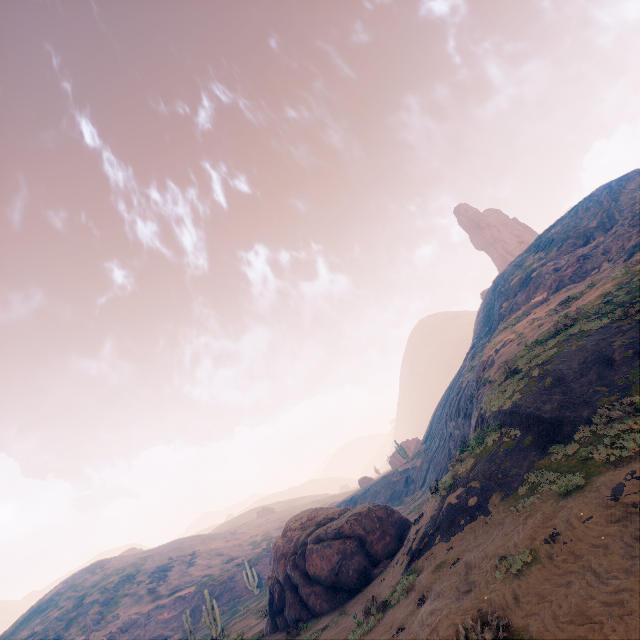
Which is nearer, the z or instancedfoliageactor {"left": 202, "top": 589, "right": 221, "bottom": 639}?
the z

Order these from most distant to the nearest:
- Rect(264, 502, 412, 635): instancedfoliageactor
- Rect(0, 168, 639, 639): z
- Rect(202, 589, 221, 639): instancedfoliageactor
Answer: Rect(202, 589, 221, 639): instancedfoliageactor → Rect(264, 502, 412, 635): instancedfoliageactor → Rect(0, 168, 639, 639): z

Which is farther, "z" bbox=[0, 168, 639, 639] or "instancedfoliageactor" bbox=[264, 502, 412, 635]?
"instancedfoliageactor" bbox=[264, 502, 412, 635]

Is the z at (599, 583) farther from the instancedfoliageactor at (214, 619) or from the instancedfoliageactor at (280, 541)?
the instancedfoliageactor at (214, 619)

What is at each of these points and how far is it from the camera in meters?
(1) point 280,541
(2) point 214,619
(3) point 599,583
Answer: (1) instancedfoliageactor, 21.9
(2) instancedfoliageactor, 30.1
(3) z, 6.9

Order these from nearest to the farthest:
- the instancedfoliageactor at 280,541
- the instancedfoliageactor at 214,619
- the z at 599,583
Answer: the z at 599,583 < the instancedfoliageactor at 280,541 < the instancedfoliageactor at 214,619

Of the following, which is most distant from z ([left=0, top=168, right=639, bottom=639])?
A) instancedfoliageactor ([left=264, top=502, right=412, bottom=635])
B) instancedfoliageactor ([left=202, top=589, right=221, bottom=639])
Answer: instancedfoliageactor ([left=202, top=589, right=221, bottom=639])

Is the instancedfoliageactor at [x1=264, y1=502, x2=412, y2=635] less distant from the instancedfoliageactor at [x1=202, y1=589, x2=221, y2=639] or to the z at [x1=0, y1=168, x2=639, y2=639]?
the z at [x1=0, y1=168, x2=639, y2=639]
